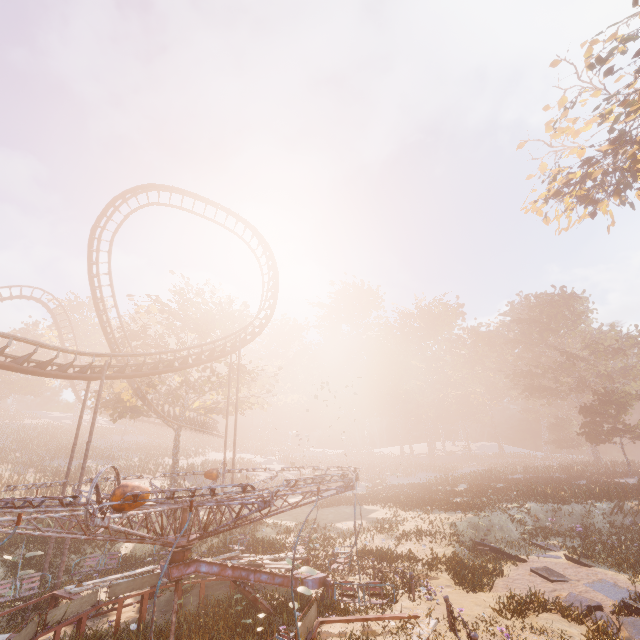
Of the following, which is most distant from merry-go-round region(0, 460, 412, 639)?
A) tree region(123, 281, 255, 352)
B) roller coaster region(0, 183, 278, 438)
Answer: tree region(123, 281, 255, 352)

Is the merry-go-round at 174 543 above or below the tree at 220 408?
below

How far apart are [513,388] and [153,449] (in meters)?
56.96

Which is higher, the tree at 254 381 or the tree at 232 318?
the tree at 232 318

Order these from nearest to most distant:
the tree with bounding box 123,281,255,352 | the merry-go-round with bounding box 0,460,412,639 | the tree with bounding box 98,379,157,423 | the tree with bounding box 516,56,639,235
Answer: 1. the merry-go-round with bounding box 0,460,412,639
2. the tree with bounding box 516,56,639,235
3. the tree with bounding box 98,379,157,423
4. the tree with bounding box 123,281,255,352

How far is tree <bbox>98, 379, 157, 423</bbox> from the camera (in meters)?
26.22
